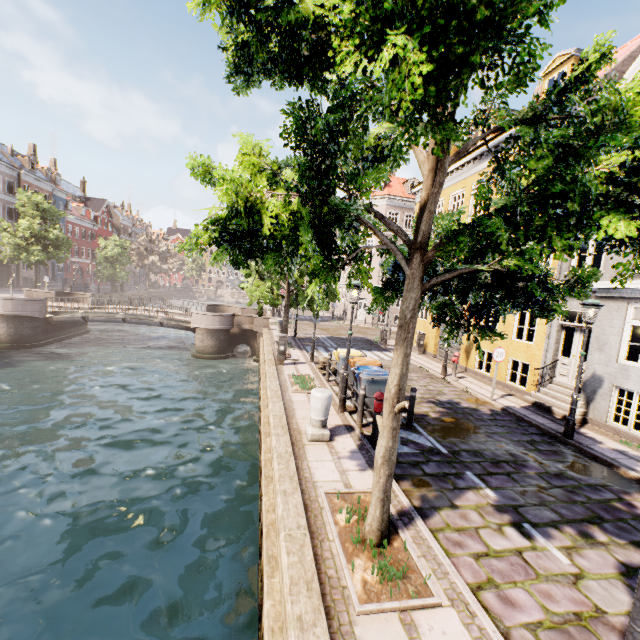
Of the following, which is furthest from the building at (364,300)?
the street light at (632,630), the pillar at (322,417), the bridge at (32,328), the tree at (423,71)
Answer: the street light at (632,630)

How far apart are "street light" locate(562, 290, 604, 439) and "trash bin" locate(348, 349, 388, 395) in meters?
4.8

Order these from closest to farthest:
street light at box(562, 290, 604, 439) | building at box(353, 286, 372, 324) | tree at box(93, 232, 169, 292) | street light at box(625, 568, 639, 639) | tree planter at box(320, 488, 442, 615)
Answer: street light at box(625, 568, 639, 639) < tree planter at box(320, 488, 442, 615) < street light at box(562, 290, 604, 439) < building at box(353, 286, 372, 324) < tree at box(93, 232, 169, 292)

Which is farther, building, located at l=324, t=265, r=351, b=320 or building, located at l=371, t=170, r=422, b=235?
building, located at l=324, t=265, r=351, b=320

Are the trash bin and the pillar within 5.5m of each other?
yes

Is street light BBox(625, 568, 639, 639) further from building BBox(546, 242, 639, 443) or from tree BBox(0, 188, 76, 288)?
building BBox(546, 242, 639, 443)

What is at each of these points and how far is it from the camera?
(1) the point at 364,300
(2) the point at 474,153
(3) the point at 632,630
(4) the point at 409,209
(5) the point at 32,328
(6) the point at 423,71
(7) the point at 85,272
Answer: Answer:
(1) building, 36.2m
(2) building, 16.2m
(3) street light, 2.1m
(4) building, 34.9m
(5) bridge, 21.3m
(6) tree, 1.7m
(7) building, 54.7m

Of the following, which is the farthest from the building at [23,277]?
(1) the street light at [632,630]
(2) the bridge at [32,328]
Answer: (1) the street light at [632,630]
